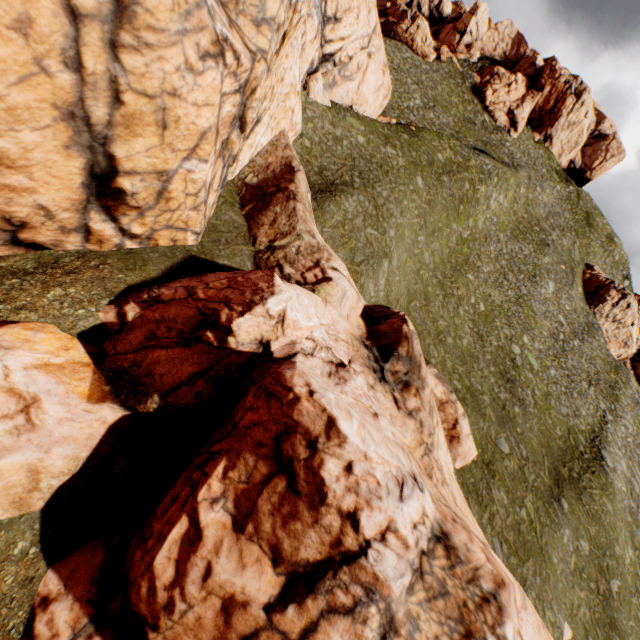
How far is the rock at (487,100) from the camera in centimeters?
5922cm

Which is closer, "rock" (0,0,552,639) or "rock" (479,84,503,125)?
"rock" (0,0,552,639)

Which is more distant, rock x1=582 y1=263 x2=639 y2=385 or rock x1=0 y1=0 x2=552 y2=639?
rock x1=582 y1=263 x2=639 y2=385

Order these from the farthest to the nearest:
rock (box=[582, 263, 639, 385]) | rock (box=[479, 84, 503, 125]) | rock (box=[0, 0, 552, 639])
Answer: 1. rock (box=[479, 84, 503, 125])
2. rock (box=[582, 263, 639, 385])
3. rock (box=[0, 0, 552, 639])

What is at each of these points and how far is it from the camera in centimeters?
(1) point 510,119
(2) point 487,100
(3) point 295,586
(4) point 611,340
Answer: (1) rock, 5991cm
(2) rock, 5962cm
(3) rock, 811cm
(4) rock, 5038cm

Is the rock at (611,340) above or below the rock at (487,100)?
below

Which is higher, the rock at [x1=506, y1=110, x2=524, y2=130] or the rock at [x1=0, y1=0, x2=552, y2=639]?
the rock at [x1=506, y1=110, x2=524, y2=130]
